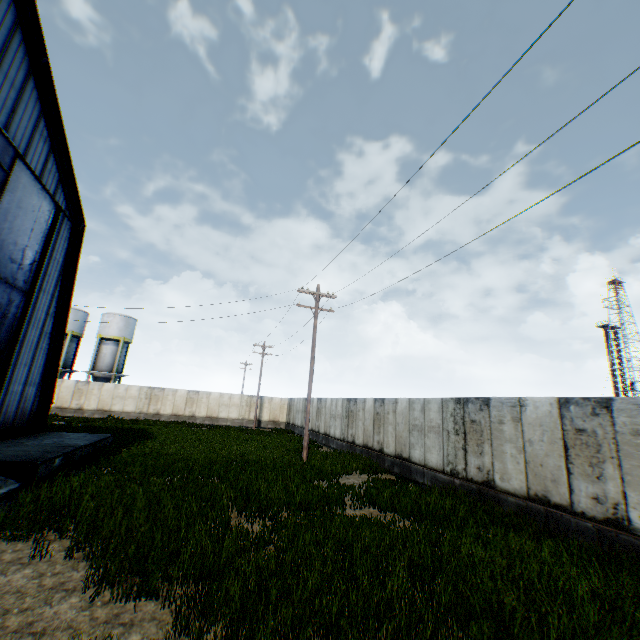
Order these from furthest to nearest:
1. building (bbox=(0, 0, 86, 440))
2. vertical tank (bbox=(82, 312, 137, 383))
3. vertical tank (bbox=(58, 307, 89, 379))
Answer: vertical tank (bbox=(82, 312, 137, 383))
vertical tank (bbox=(58, 307, 89, 379))
building (bbox=(0, 0, 86, 440))

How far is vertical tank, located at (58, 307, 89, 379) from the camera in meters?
39.2 m

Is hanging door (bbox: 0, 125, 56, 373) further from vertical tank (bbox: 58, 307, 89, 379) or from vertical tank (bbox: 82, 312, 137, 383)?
vertical tank (bbox: 58, 307, 89, 379)

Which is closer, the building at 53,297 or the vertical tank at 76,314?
the building at 53,297

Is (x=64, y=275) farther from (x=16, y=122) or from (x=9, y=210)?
(x=16, y=122)

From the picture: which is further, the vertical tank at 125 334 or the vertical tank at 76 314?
the vertical tank at 125 334

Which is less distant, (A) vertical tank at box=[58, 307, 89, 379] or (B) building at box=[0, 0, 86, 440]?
(B) building at box=[0, 0, 86, 440]

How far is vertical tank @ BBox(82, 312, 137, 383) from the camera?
40.0 meters
